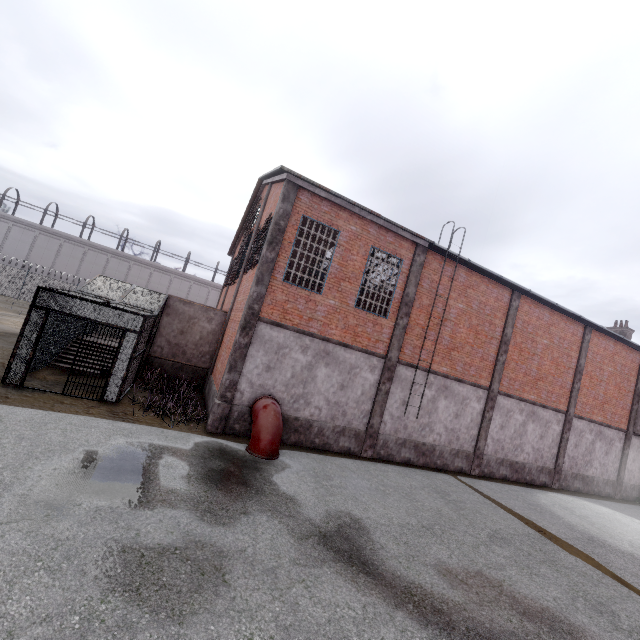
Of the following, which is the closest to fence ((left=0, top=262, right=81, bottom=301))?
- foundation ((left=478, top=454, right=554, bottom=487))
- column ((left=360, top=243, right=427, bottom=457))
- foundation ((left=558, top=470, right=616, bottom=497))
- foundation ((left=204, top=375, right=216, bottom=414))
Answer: foundation ((left=558, top=470, right=616, bottom=497))

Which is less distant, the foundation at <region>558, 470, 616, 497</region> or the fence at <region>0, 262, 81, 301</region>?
the foundation at <region>558, 470, 616, 497</region>

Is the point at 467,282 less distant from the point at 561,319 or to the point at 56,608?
the point at 561,319

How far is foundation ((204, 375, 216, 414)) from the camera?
11.8 meters

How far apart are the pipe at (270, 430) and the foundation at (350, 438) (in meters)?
0.05

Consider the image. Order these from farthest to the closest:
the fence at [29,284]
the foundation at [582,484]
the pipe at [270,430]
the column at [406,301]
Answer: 1. the fence at [29,284]
2. the foundation at [582,484]
3. the column at [406,301]
4. the pipe at [270,430]

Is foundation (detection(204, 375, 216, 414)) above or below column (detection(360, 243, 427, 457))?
below

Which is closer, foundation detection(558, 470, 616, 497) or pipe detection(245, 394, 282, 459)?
pipe detection(245, 394, 282, 459)
